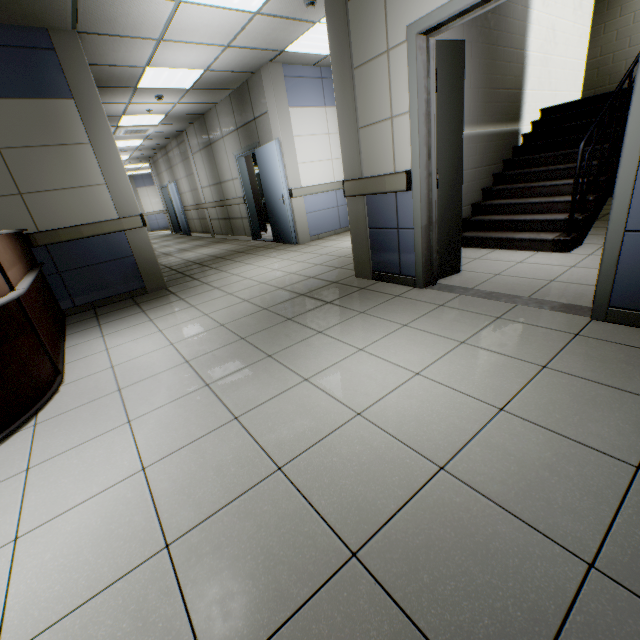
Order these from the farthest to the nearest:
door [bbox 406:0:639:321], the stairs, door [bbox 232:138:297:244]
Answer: door [bbox 232:138:297:244] < the stairs < door [bbox 406:0:639:321]

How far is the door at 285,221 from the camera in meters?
6.4 m

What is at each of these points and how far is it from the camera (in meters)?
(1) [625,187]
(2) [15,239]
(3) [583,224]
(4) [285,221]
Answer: (1) door, 1.87
(2) desk, 3.41
(3) stairs, 3.75
(4) door, 6.90

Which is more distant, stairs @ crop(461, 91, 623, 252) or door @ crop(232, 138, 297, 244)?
door @ crop(232, 138, 297, 244)

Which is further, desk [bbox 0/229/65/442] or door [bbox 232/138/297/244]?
door [bbox 232/138/297/244]

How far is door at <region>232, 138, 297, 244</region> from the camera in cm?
645

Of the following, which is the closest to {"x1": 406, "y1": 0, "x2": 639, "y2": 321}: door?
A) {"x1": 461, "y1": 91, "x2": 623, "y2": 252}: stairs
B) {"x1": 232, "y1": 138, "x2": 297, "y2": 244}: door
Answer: {"x1": 461, "y1": 91, "x2": 623, "y2": 252}: stairs

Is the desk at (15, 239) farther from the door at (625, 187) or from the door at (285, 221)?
the door at (285, 221)
